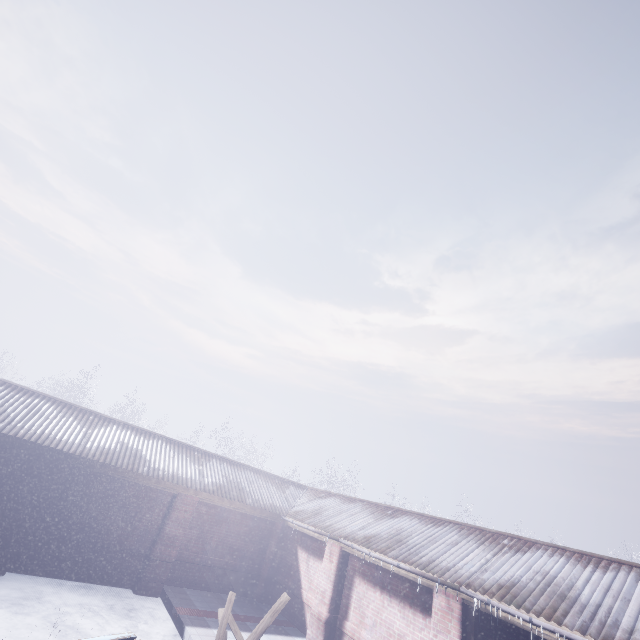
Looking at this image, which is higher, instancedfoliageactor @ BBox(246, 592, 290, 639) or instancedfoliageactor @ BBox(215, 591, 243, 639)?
instancedfoliageactor @ BBox(215, 591, 243, 639)

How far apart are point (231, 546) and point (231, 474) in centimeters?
195cm

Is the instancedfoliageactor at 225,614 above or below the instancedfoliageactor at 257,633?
above
